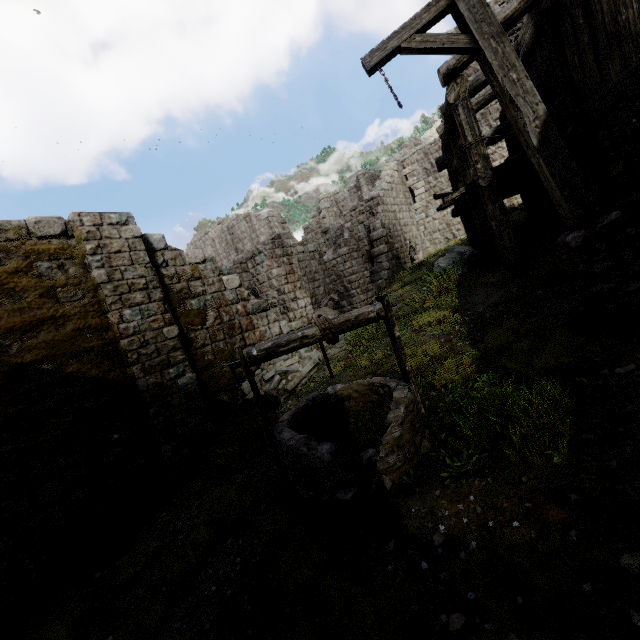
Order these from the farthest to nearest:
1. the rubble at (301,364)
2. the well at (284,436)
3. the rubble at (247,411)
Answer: the rubble at (301,364) → the rubble at (247,411) → the well at (284,436)

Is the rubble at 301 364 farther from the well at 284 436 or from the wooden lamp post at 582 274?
the wooden lamp post at 582 274

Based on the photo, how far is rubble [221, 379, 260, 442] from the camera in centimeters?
714cm

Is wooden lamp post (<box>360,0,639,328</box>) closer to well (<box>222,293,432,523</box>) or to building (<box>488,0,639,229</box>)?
building (<box>488,0,639,229</box>)

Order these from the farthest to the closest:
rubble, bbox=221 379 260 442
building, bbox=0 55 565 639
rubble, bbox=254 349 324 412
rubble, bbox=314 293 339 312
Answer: rubble, bbox=314 293 339 312
rubble, bbox=254 349 324 412
rubble, bbox=221 379 260 442
building, bbox=0 55 565 639

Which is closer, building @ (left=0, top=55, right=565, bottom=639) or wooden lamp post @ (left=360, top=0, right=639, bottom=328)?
wooden lamp post @ (left=360, top=0, right=639, bottom=328)

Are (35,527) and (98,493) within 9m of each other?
yes

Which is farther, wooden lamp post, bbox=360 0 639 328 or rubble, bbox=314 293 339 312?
rubble, bbox=314 293 339 312
